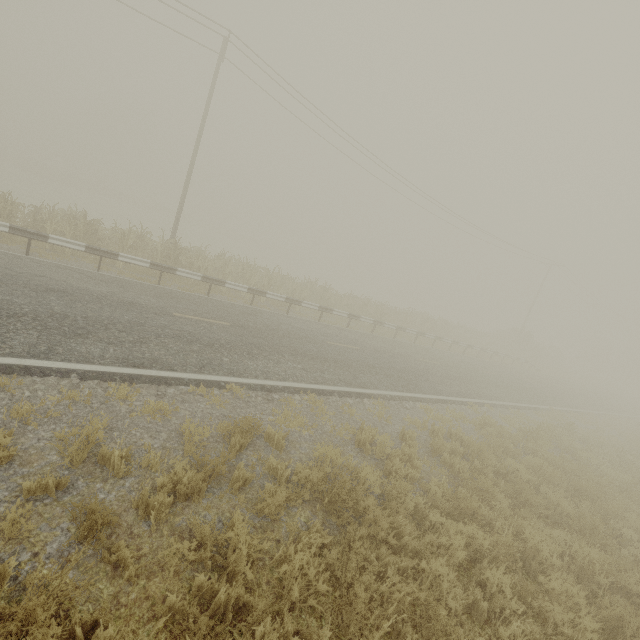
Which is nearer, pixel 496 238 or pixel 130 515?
pixel 130 515
